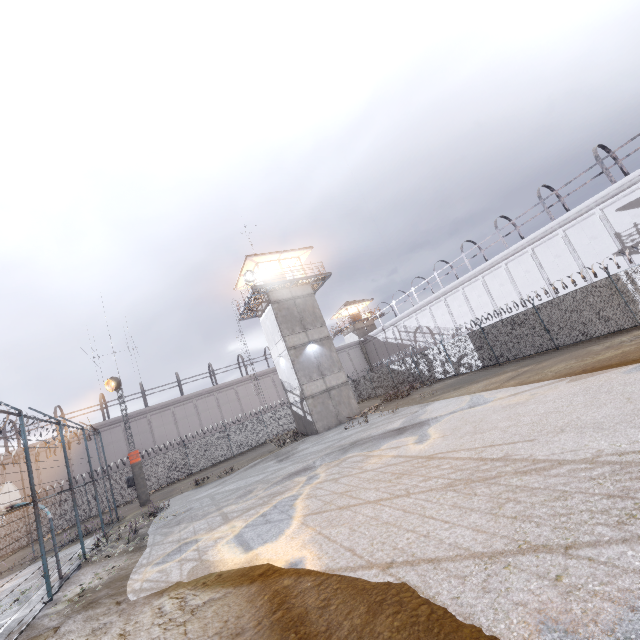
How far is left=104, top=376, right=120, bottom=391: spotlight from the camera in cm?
2320

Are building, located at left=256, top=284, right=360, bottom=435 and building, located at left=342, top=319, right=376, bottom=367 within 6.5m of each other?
no

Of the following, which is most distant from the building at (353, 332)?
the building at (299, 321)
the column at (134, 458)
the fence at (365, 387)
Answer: the column at (134, 458)

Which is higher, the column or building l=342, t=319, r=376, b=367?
building l=342, t=319, r=376, b=367

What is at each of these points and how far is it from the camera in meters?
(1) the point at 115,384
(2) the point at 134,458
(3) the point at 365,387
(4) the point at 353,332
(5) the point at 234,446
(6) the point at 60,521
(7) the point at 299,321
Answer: (1) spotlight, 23.1
(2) column, 22.7
(3) fence, 37.8
(4) building, 51.0
(5) fence, 32.4
(6) fence, 25.6
(7) building, 26.2

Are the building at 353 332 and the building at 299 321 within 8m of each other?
no

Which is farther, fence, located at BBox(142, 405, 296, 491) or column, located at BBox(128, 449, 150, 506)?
fence, located at BBox(142, 405, 296, 491)

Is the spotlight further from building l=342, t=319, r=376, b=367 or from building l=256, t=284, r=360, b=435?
building l=342, t=319, r=376, b=367
